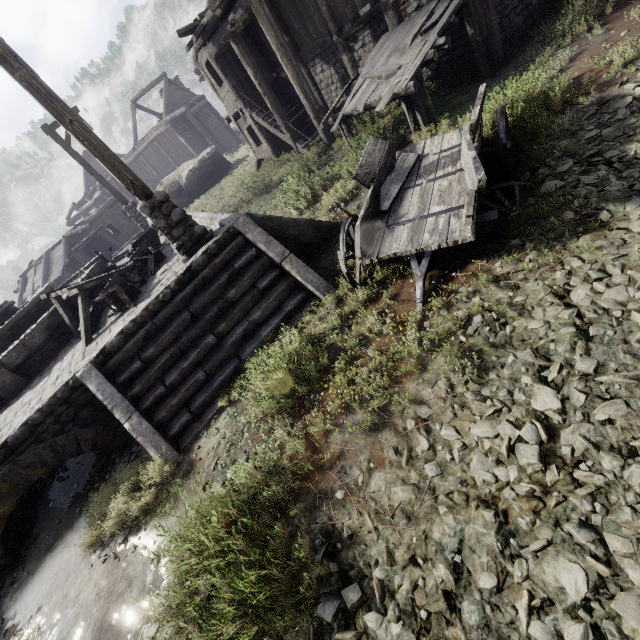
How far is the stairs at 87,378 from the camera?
5.2m

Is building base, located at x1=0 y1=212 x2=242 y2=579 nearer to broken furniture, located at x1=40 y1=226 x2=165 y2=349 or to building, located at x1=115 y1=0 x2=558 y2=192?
broken furniture, located at x1=40 y1=226 x2=165 y2=349

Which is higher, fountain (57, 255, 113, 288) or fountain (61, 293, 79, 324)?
fountain (57, 255, 113, 288)

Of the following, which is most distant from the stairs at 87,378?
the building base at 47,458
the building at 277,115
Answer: the building at 277,115

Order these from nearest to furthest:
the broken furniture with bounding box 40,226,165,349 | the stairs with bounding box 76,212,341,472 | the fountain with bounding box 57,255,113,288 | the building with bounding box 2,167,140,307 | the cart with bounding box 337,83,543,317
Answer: the cart with bounding box 337,83,543,317, the stairs with bounding box 76,212,341,472, the broken furniture with bounding box 40,226,165,349, the fountain with bounding box 57,255,113,288, the building with bounding box 2,167,140,307

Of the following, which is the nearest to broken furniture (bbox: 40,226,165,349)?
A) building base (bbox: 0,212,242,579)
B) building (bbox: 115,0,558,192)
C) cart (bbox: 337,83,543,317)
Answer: building base (bbox: 0,212,242,579)

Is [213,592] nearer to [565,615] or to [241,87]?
[565,615]

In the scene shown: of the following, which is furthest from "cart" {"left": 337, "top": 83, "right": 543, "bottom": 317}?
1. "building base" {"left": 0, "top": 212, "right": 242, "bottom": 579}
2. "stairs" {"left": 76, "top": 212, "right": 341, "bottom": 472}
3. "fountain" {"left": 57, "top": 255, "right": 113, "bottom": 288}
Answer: "fountain" {"left": 57, "top": 255, "right": 113, "bottom": 288}
